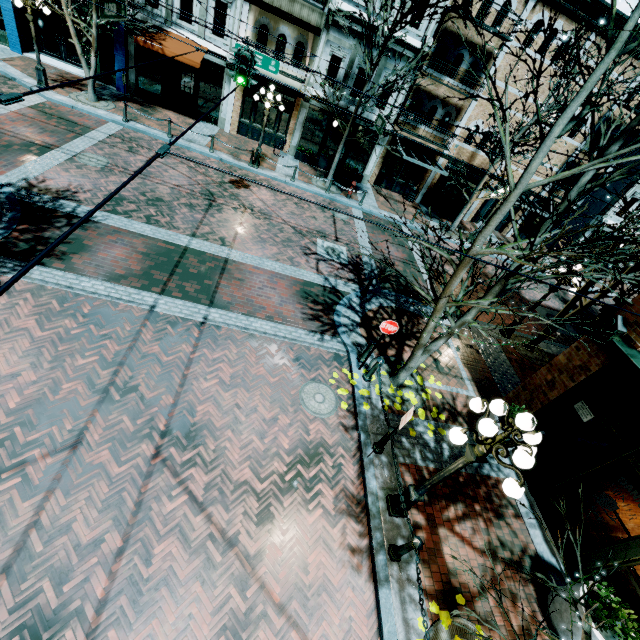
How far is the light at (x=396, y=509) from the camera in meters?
6.3

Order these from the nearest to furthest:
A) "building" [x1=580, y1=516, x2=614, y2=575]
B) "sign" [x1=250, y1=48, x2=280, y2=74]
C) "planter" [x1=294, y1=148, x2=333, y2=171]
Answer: "building" [x1=580, y1=516, x2=614, y2=575]
"sign" [x1=250, y1=48, x2=280, y2=74]
"planter" [x1=294, y1=148, x2=333, y2=171]

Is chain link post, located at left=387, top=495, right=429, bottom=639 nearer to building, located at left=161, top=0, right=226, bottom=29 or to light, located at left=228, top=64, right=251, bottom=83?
light, located at left=228, top=64, right=251, bottom=83

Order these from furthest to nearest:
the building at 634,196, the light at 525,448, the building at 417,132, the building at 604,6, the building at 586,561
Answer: the building at 634,196 → the building at 417,132 → the building at 604,6 → the building at 586,561 → the light at 525,448

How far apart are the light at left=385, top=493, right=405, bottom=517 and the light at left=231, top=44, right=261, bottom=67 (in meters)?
11.11

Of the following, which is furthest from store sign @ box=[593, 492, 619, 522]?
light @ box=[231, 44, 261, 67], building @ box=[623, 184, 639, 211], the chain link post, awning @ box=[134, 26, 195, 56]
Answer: building @ box=[623, 184, 639, 211]

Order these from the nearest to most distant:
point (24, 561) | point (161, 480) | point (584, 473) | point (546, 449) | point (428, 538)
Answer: point (24, 561) → point (161, 480) → point (428, 538) → point (584, 473) → point (546, 449)

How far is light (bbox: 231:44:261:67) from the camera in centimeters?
970cm
